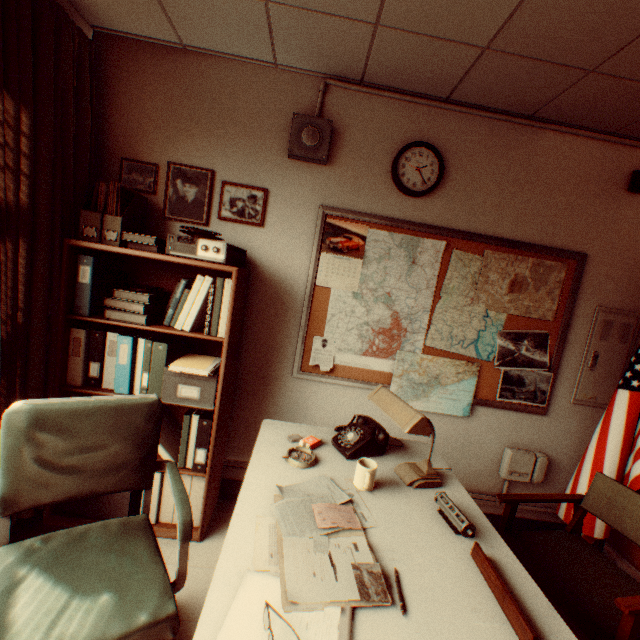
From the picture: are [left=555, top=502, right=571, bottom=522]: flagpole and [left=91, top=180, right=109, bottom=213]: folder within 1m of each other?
no

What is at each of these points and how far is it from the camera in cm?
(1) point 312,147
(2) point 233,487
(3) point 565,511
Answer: (1) wall speaker, 244
(2) wall trim, 284
(3) flagpole, 280

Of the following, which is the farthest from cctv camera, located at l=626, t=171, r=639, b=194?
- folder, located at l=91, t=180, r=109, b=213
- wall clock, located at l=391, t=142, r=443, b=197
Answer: folder, located at l=91, t=180, r=109, b=213

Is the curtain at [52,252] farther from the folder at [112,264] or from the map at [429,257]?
the map at [429,257]

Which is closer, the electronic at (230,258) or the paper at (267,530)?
the paper at (267,530)

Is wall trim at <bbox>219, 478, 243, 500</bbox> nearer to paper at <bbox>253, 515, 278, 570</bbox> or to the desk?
the desk

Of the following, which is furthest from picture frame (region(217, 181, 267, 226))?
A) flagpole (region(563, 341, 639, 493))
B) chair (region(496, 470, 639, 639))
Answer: flagpole (region(563, 341, 639, 493))

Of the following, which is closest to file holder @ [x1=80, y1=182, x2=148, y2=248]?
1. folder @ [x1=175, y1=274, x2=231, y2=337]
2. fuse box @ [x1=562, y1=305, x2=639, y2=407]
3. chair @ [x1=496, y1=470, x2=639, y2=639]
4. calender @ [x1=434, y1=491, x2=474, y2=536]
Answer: folder @ [x1=175, y1=274, x2=231, y2=337]
